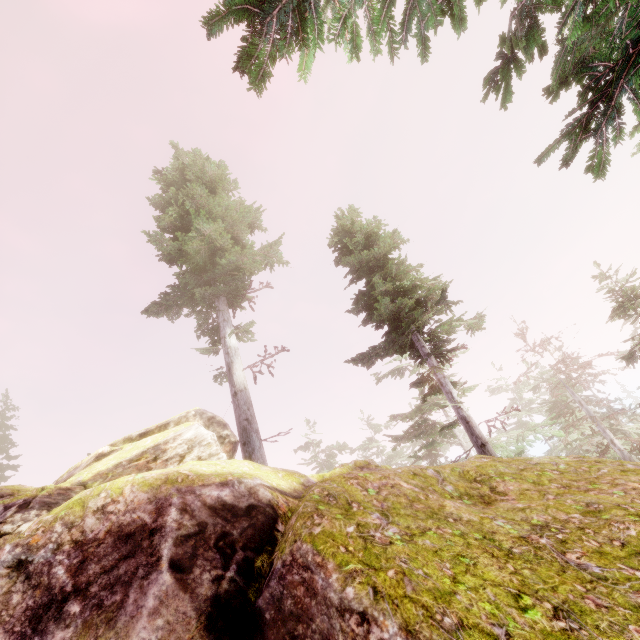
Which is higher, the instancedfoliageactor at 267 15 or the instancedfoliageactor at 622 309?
the instancedfoliageactor at 267 15

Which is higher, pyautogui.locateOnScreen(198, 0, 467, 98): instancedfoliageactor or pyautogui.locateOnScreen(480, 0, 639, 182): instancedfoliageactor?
pyautogui.locateOnScreen(198, 0, 467, 98): instancedfoliageactor

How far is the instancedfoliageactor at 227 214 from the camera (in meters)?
12.75

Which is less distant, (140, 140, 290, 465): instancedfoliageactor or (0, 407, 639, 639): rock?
(0, 407, 639, 639): rock

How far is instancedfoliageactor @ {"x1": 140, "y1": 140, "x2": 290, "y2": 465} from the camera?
12.8m

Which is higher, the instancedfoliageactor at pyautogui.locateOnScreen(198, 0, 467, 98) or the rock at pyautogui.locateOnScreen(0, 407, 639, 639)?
the instancedfoliageactor at pyautogui.locateOnScreen(198, 0, 467, 98)

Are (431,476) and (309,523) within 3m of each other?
yes
